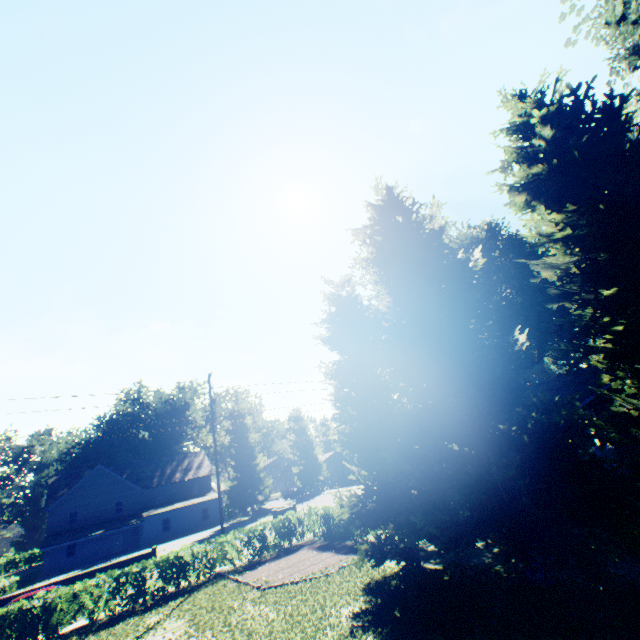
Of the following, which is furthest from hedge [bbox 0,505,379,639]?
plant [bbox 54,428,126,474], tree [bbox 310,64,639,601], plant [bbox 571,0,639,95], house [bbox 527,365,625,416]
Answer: plant [bbox 54,428,126,474]

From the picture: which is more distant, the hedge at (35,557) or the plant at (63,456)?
the plant at (63,456)

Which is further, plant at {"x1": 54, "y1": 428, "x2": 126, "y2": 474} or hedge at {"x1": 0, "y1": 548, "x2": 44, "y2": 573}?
plant at {"x1": 54, "y1": 428, "x2": 126, "y2": 474}

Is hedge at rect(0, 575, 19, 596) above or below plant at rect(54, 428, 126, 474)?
below

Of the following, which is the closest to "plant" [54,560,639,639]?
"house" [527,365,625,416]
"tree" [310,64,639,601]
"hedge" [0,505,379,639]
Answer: "tree" [310,64,639,601]

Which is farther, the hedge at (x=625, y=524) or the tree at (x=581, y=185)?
the hedge at (x=625, y=524)

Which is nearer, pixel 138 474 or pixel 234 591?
pixel 234 591

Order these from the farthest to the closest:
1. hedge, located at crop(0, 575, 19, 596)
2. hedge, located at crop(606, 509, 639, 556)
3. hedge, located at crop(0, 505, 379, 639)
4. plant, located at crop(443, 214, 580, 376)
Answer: plant, located at crop(443, 214, 580, 376) → hedge, located at crop(0, 575, 19, 596) → hedge, located at crop(0, 505, 379, 639) → hedge, located at crop(606, 509, 639, 556)
